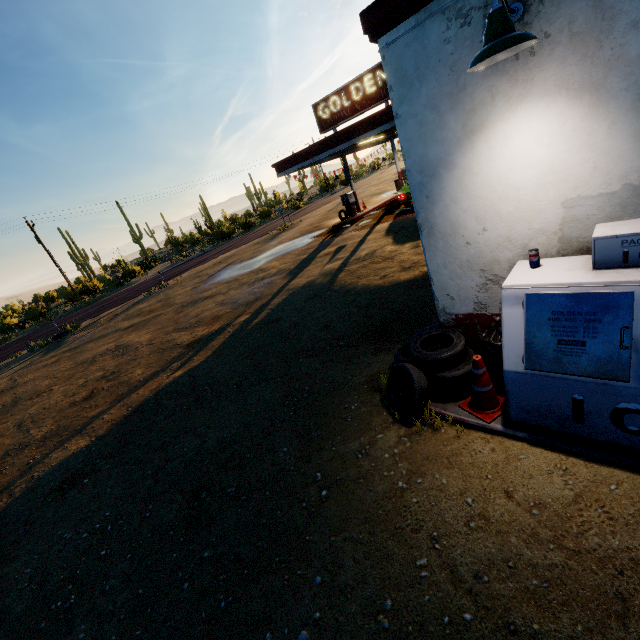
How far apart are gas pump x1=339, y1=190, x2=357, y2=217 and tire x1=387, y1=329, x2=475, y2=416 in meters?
17.4 m

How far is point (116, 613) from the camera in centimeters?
339cm

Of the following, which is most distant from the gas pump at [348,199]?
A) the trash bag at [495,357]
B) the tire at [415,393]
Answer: the trash bag at [495,357]

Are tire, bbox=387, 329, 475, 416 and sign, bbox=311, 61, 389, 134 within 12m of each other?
no

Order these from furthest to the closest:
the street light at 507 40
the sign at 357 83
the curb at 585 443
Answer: the sign at 357 83 < the curb at 585 443 < the street light at 507 40

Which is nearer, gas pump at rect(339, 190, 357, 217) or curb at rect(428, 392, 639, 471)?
curb at rect(428, 392, 639, 471)

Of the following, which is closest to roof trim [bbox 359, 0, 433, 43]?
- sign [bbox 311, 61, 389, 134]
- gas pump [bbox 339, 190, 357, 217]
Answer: sign [bbox 311, 61, 389, 134]

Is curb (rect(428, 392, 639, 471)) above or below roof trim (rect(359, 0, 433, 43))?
below
